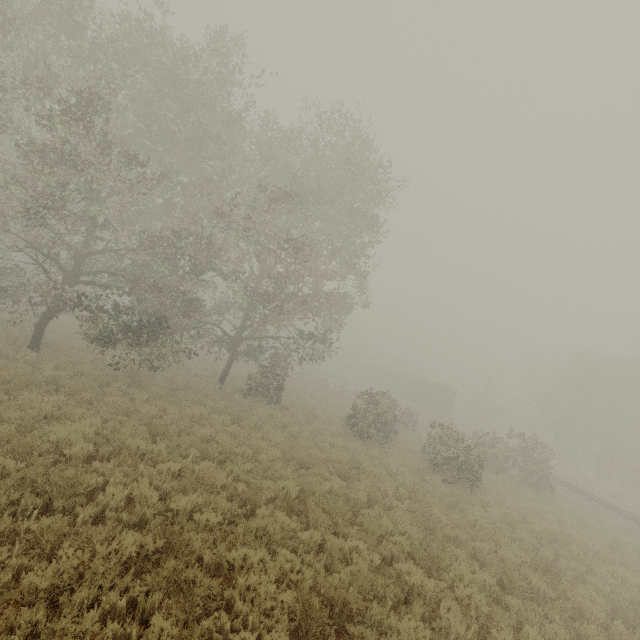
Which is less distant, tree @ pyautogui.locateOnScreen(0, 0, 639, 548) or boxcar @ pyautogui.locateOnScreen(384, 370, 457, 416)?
tree @ pyautogui.locateOnScreen(0, 0, 639, 548)

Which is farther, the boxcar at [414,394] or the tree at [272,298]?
the boxcar at [414,394]

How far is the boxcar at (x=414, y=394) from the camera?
42.8 meters

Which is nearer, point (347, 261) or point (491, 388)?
point (347, 261)

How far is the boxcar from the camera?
42.8 meters
